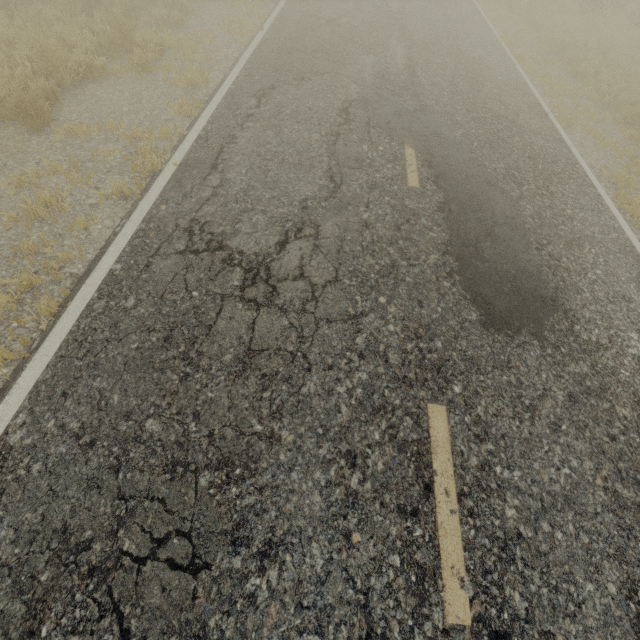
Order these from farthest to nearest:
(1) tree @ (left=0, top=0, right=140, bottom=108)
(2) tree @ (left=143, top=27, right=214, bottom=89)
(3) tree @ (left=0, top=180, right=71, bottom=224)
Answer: (2) tree @ (left=143, top=27, right=214, bottom=89) → (1) tree @ (left=0, top=0, right=140, bottom=108) → (3) tree @ (left=0, top=180, right=71, bottom=224)

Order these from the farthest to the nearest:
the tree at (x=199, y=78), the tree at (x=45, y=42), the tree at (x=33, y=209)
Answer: the tree at (x=199, y=78)
the tree at (x=45, y=42)
the tree at (x=33, y=209)

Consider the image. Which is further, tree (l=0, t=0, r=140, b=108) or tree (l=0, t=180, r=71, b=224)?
tree (l=0, t=0, r=140, b=108)

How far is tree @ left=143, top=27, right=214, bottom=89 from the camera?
6.5m

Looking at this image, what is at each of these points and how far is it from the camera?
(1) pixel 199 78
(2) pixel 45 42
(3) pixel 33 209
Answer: (1) tree, 6.7 meters
(2) tree, 5.4 meters
(3) tree, 4.0 meters

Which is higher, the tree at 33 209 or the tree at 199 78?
the tree at 33 209

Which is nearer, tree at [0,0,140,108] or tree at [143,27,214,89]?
tree at [0,0,140,108]
